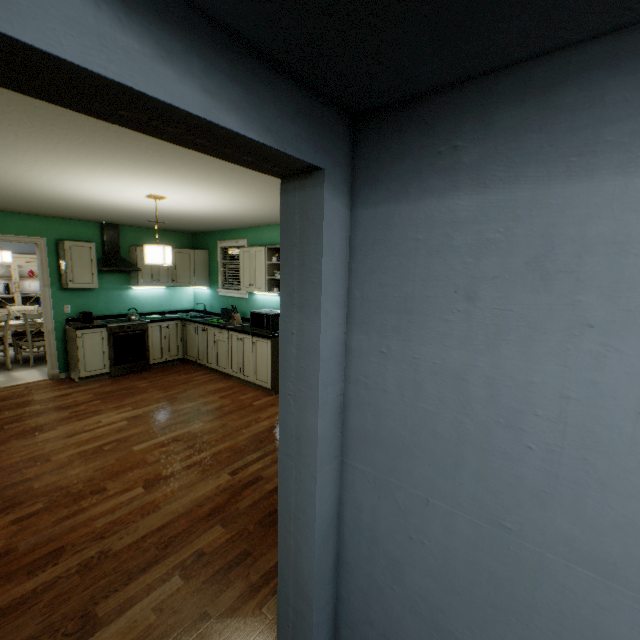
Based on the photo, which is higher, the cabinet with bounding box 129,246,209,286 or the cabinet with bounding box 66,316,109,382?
the cabinet with bounding box 129,246,209,286

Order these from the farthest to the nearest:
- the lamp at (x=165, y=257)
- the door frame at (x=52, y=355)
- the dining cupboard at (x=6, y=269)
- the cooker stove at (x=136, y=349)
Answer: the dining cupboard at (x=6, y=269)
the cooker stove at (x=136, y=349)
the door frame at (x=52, y=355)
the lamp at (x=165, y=257)

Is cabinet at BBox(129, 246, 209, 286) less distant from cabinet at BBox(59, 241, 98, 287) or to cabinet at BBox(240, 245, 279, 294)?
cabinet at BBox(59, 241, 98, 287)

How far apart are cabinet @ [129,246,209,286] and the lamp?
2.52m

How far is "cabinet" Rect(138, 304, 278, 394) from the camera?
4.6m

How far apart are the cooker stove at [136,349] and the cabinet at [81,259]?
0.6m

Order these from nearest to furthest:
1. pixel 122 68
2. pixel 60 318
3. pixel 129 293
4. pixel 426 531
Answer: pixel 122 68 → pixel 426 531 → pixel 60 318 → pixel 129 293

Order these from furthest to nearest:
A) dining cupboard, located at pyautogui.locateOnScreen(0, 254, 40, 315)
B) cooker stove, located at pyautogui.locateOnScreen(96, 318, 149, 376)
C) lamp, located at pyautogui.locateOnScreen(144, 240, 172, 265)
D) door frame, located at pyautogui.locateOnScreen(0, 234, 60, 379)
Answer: dining cupboard, located at pyautogui.locateOnScreen(0, 254, 40, 315) < cooker stove, located at pyautogui.locateOnScreen(96, 318, 149, 376) < door frame, located at pyautogui.locateOnScreen(0, 234, 60, 379) < lamp, located at pyautogui.locateOnScreen(144, 240, 172, 265)
